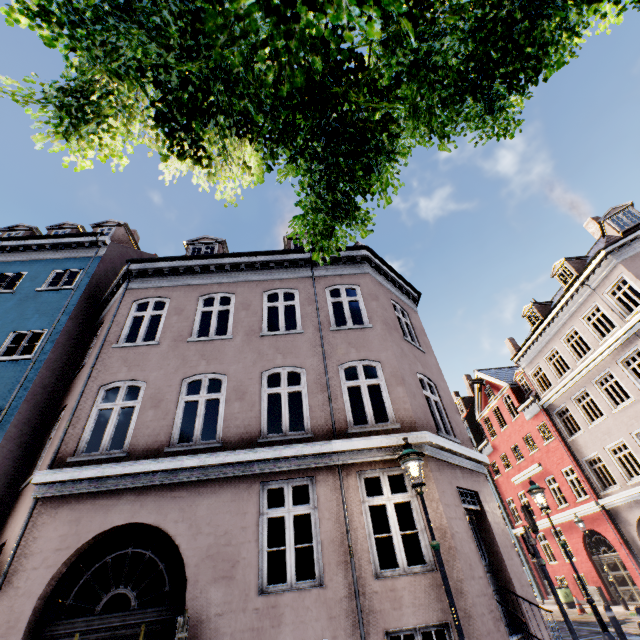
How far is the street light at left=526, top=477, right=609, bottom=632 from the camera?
7.56m

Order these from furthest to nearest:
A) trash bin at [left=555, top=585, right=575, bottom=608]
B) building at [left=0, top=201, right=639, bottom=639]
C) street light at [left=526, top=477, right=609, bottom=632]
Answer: trash bin at [left=555, top=585, right=575, bottom=608], street light at [left=526, top=477, right=609, bottom=632], building at [left=0, top=201, right=639, bottom=639]

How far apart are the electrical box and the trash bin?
0.9 meters

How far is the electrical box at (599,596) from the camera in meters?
17.7 m

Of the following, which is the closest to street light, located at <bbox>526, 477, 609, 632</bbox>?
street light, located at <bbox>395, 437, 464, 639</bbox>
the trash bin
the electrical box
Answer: street light, located at <bbox>395, 437, 464, 639</bbox>

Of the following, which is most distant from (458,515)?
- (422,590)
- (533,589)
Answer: (533,589)

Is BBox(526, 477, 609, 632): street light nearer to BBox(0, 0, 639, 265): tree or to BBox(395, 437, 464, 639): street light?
BBox(0, 0, 639, 265): tree

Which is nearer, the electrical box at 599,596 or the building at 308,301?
the building at 308,301
